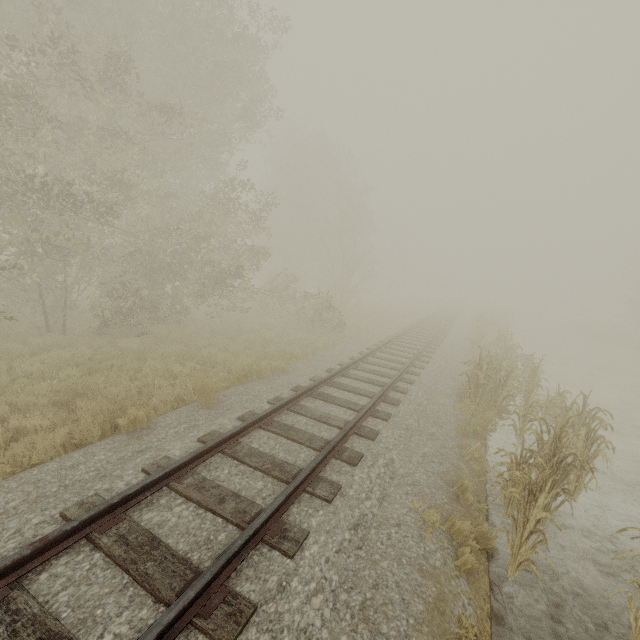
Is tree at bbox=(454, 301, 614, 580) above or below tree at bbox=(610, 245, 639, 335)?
below

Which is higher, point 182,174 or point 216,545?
point 182,174

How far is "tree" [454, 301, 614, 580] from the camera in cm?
425

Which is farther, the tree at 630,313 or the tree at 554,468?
the tree at 630,313

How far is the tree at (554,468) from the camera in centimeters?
425cm

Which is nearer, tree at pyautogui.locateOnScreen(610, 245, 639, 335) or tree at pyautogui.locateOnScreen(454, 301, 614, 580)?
tree at pyautogui.locateOnScreen(454, 301, 614, 580)
